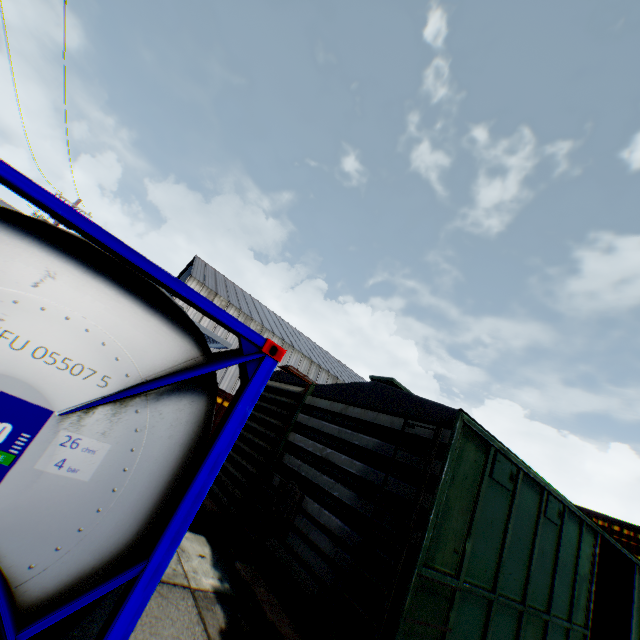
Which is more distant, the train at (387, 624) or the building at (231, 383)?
the building at (231, 383)

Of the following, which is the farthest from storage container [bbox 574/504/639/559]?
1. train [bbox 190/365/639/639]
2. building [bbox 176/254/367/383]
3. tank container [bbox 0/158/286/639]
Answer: tank container [bbox 0/158/286/639]

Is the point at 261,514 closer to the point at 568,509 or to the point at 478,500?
the point at 478,500

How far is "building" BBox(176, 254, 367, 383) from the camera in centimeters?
3161cm

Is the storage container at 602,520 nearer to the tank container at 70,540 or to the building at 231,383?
the building at 231,383

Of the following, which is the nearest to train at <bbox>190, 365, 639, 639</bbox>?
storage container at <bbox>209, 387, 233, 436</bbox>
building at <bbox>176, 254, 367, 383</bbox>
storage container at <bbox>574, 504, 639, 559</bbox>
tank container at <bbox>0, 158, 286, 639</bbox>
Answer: → tank container at <bbox>0, 158, 286, 639</bbox>

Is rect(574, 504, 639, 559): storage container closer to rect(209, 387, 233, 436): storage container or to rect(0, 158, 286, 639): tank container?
rect(209, 387, 233, 436): storage container
